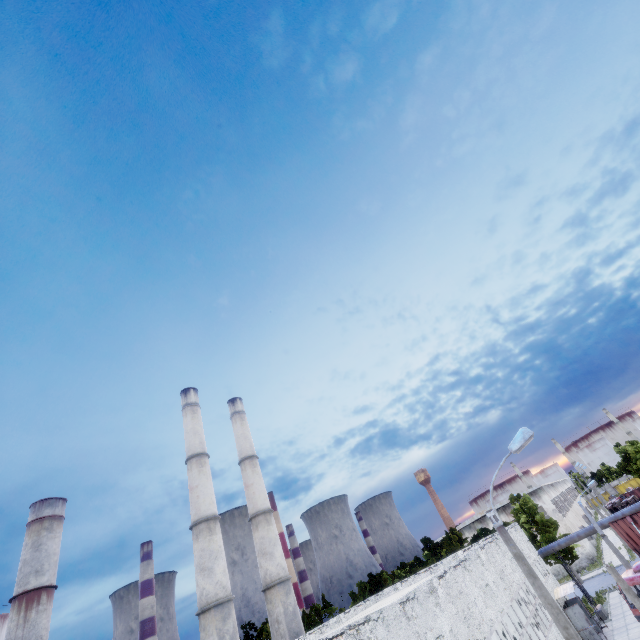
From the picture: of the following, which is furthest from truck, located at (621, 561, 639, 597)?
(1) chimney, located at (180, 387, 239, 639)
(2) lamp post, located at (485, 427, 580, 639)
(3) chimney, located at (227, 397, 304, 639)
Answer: (1) chimney, located at (180, 387, 239, 639)

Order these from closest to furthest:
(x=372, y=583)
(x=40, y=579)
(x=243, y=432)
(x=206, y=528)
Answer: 1. (x=206, y=528)
2. (x=243, y=432)
3. (x=372, y=583)
4. (x=40, y=579)

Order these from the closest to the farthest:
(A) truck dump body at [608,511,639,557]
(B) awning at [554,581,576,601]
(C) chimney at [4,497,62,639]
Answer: (A) truck dump body at [608,511,639,557], (B) awning at [554,581,576,601], (C) chimney at [4,497,62,639]

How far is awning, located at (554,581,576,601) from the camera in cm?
2423

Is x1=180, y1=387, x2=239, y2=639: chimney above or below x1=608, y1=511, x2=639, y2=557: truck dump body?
above

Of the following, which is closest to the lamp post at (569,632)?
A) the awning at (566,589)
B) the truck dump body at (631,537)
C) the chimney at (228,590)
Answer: the truck dump body at (631,537)

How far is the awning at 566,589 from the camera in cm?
2423

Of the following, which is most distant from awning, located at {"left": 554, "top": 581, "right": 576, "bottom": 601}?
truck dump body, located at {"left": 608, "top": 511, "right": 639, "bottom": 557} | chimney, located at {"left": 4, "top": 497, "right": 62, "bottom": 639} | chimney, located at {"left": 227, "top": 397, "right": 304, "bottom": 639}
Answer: chimney, located at {"left": 4, "top": 497, "right": 62, "bottom": 639}
